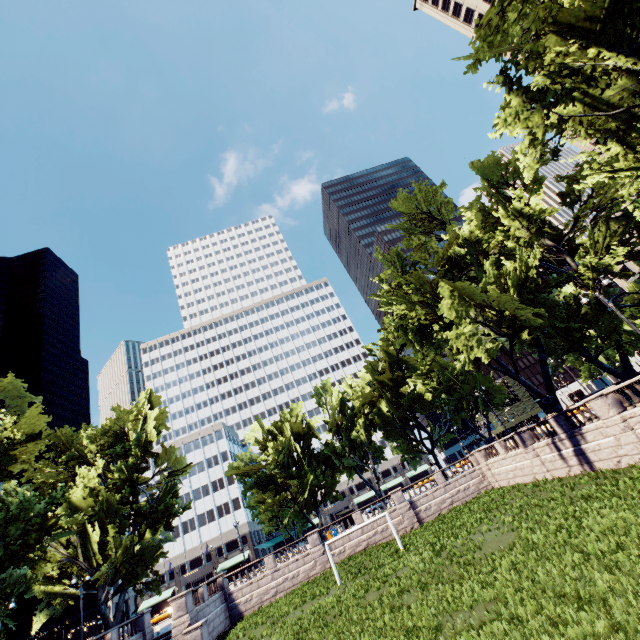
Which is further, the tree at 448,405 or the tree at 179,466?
the tree at 179,466

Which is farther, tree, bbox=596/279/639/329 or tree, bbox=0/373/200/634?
tree, bbox=596/279/639/329

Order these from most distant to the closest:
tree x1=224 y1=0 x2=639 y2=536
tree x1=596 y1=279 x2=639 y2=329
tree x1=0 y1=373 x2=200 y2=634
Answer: tree x1=596 y1=279 x2=639 y2=329, tree x1=0 y1=373 x2=200 y2=634, tree x1=224 y1=0 x2=639 y2=536

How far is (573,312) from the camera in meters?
32.5

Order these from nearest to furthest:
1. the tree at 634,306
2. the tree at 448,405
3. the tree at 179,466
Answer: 1. the tree at 448,405
2. the tree at 179,466
3. the tree at 634,306
